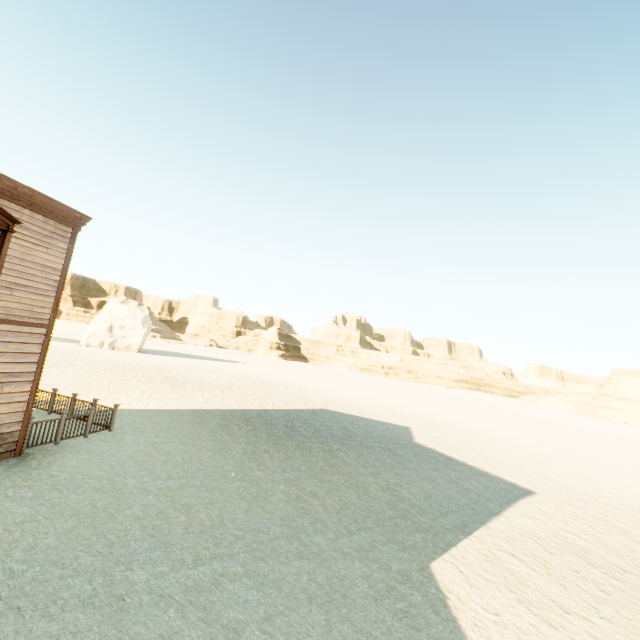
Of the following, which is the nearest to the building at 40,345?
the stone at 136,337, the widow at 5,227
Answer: the widow at 5,227

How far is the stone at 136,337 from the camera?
40.41m

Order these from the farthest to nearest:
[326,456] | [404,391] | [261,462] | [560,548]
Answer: [404,391] → [326,456] → [261,462] → [560,548]

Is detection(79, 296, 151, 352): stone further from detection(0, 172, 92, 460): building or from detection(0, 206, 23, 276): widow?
detection(0, 206, 23, 276): widow

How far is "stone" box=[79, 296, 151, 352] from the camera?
40.4m

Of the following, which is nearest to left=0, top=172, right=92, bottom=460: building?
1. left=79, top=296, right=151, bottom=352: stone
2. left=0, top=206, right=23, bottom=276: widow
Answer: left=0, top=206, right=23, bottom=276: widow
